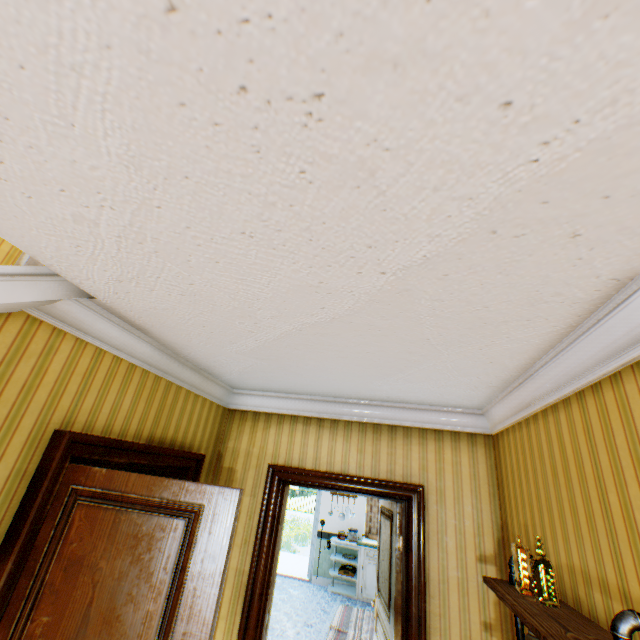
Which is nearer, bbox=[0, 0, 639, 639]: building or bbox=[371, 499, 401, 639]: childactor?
bbox=[0, 0, 639, 639]: building

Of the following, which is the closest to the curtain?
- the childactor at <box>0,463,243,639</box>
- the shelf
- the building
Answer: the building

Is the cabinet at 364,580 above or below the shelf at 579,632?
below

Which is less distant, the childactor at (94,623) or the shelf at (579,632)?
the shelf at (579,632)

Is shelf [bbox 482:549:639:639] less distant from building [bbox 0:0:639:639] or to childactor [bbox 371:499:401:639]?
building [bbox 0:0:639:639]

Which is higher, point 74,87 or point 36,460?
point 74,87

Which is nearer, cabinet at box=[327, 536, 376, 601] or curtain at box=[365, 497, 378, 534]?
cabinet at box=[327, 536, 376, 601]

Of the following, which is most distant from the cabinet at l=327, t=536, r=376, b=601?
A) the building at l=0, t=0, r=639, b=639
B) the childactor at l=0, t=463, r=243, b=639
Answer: the childactor at l=0, t=463, r=243, b=639
